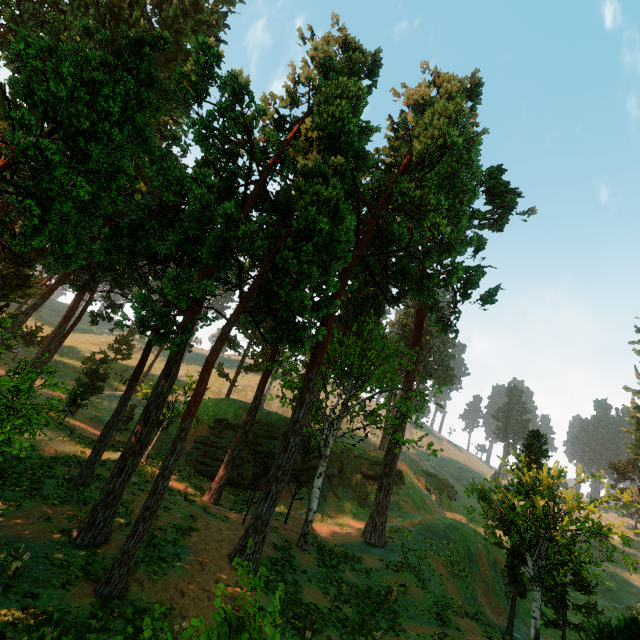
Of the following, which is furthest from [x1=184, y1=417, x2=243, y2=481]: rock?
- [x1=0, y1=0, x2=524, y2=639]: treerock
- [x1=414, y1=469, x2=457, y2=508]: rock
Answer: [x1=414, y1=469, x2=457, y2=508]: rock

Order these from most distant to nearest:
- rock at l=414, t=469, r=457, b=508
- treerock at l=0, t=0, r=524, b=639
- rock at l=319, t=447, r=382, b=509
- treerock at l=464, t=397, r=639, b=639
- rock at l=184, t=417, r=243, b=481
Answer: rock at l=414, t=469, r=457, b=508 → rock at l=319, t=447, r=382, b=509 → rock at l=184, t=417, r=243, b=481 → treerock at l=464, t=397, r=639, b=639 → treerock at l=0, t=0, r=524, b=639

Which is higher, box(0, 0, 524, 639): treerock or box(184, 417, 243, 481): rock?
box(0, 0, 524, 639): treerock

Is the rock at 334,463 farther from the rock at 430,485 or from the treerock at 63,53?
the rock at 430,485

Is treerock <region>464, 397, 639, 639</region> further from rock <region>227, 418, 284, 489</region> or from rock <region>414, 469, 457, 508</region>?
rock <region>414, 469, 457, 508</region>

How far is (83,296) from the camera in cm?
3184

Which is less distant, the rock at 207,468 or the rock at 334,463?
the rock at 207,468
